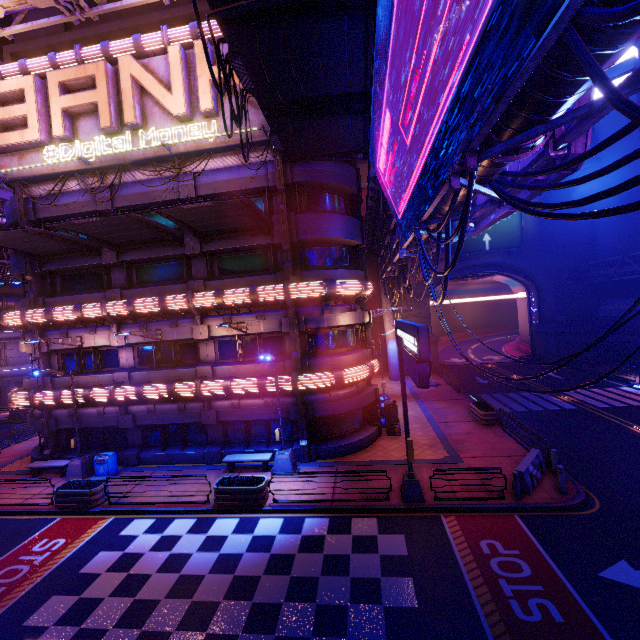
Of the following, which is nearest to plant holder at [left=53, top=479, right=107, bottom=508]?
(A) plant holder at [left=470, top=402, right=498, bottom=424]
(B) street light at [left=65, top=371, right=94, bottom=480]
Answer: (B) street light at [left=65, top=371, right=94, bottom=480]

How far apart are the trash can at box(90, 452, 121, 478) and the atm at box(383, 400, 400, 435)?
15.1 meters

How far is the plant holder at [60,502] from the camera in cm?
1424

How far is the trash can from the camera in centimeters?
1706cm

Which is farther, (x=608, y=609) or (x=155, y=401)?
(x=155, y=401)

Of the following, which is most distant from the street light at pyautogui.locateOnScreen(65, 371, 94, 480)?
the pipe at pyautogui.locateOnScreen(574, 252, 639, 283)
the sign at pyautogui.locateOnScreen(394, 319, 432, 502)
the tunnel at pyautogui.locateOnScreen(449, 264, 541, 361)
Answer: the pipe at pyautogui.locateOnScreen(574, 252, 639, 283)

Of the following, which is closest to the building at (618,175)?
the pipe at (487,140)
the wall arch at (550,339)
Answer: the wall arch at (550,339)

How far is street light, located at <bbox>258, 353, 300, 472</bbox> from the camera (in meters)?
15.64
